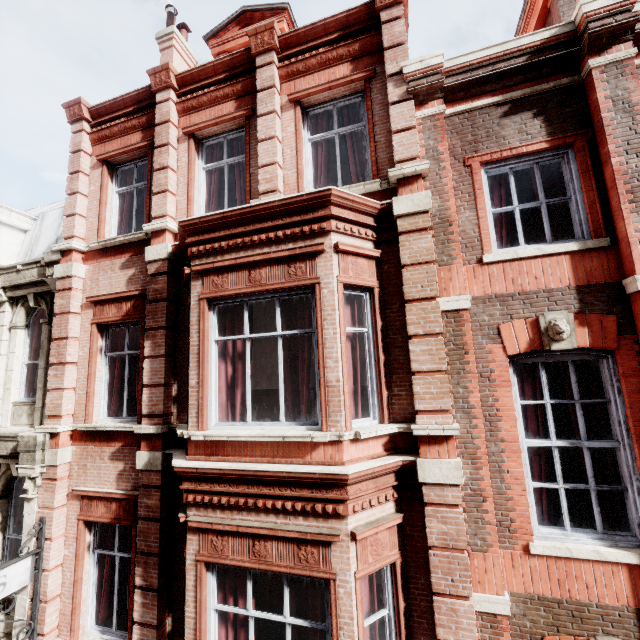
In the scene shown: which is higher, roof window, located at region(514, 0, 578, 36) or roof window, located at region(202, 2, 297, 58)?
roof window, located at region(202, 2, 297, 58)

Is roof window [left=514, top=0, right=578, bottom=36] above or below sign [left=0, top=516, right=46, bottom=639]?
above

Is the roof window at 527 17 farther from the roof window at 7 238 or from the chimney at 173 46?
the roof window at 7 238

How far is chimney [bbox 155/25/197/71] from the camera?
11.23m

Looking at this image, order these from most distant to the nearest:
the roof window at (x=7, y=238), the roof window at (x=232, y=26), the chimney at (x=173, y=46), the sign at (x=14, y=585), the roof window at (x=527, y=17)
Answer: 1. the chimney at (x=173, y=46)
2. the roof window at (x=7, y=238)
3. the roof window at (x=232, y=26)
4. the roof window at (x=527, y=17)
5. the sign at (x=14, y=585)

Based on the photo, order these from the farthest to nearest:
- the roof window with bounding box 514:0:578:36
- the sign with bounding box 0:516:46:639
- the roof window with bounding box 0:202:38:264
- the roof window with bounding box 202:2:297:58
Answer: the roof window with bounding box 0:202:38:264, the roof window with bounding box 202:2:297:58, the roof window with bounding box 514:0:578:36, the sign with bounding box 0:516:46:639

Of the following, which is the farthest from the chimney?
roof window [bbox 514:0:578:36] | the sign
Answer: the sign

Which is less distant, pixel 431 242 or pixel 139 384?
pixel 431 242
